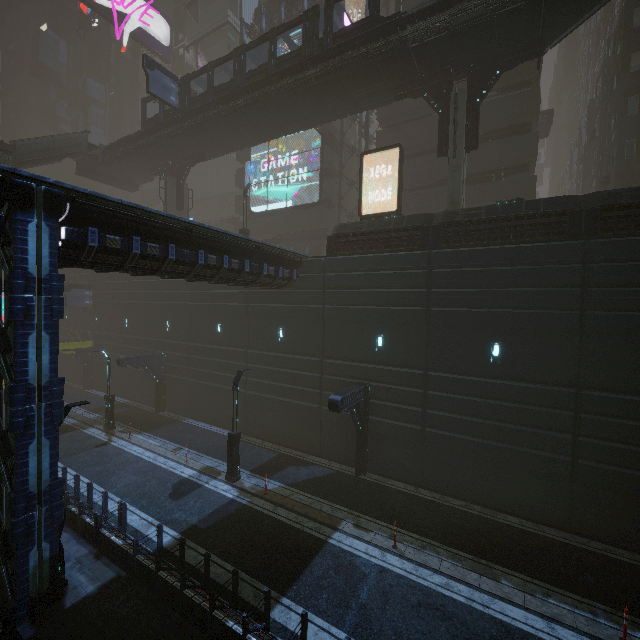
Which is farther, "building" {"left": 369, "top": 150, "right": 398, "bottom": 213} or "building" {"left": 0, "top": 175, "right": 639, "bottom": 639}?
"building" {"left": 369, "top": 150, "right": 398, "bottom": 213}

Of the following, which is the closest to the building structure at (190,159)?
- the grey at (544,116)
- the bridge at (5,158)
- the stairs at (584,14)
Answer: the bridge at (5,158)

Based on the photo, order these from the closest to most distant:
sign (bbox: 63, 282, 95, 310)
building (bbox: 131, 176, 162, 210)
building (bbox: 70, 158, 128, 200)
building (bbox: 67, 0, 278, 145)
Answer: sign (bbox: 63, 282, 95, 310) → building (bbox: 67, 0, 278, 145) → building (bbox: 131, 176, 162, 210) → building (bbox: 70, 158, 128, 200)

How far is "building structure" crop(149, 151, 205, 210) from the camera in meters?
29.9

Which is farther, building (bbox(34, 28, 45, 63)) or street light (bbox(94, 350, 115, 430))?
building (bbox(34, 28, 45, 63))

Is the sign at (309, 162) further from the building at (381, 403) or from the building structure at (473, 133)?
the building structure at (473, 133)

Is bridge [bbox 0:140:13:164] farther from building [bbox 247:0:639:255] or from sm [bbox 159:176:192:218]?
sm [bbox 159:176:192:218]

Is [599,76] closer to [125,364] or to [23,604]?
[125,364]
